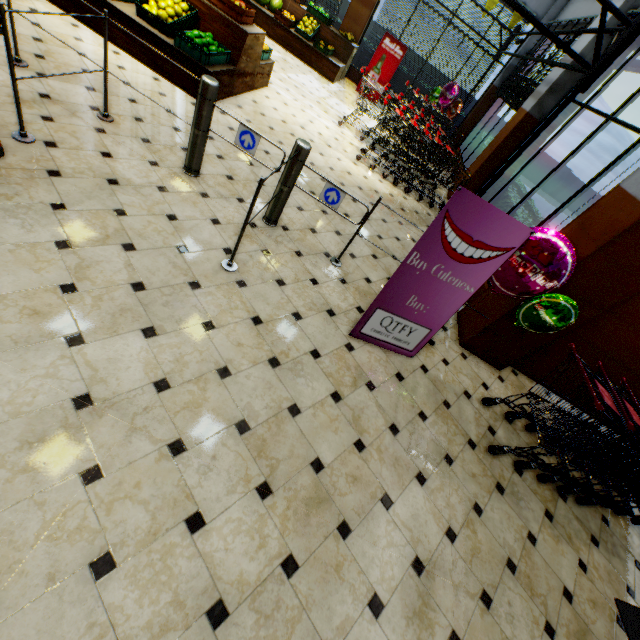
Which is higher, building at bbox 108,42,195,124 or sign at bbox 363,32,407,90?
sign at bbox 363,32,407,90

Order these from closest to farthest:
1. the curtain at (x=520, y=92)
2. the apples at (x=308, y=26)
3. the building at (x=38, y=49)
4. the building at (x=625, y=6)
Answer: the building at (x=38, y=49)
the building at (x=625, y=6)
the curtain at (x=520, y=92)
the apples at (x=308, y=26)

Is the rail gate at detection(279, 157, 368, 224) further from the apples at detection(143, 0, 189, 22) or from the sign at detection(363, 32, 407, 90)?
the sign at detection(363, 32, 407, 90)

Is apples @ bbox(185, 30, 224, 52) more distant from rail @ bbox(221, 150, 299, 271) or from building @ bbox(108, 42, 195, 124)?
rail @ bbox(221, 150, 299, 271)

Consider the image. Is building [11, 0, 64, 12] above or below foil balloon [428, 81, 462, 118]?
below

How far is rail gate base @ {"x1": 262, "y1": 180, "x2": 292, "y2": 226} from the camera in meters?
3.6 m

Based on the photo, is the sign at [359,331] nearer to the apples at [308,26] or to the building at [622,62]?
the building at [622,62]

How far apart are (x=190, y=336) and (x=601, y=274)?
4.0m
